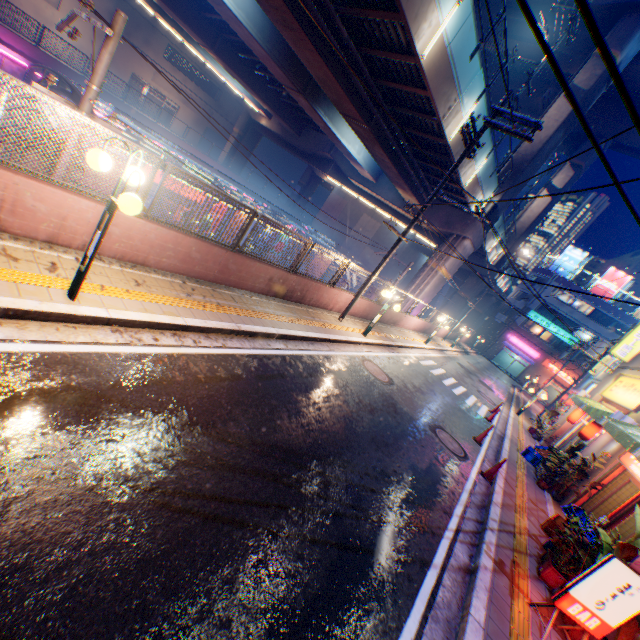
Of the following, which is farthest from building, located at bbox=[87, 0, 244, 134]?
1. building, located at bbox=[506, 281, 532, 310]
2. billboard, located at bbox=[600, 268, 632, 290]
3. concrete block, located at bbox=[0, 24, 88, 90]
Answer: billboard, located at bbox=[600, 268, 632, 290]

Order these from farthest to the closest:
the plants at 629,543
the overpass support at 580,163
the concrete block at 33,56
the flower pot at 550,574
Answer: the overpass support at 580,163
the concrete block at 33,56
the flower pot at 550,574
the plants at 629,543

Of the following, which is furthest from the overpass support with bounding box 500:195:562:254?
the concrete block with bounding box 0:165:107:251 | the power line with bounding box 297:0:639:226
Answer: the power line with bounding box 297:0:639:226

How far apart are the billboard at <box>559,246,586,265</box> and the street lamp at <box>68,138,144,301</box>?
58.64m

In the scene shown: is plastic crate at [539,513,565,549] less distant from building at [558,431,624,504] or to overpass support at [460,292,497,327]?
building at [558,431,624,504]

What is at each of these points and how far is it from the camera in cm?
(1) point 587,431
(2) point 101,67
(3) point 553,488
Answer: (1) street lamp, 1332
(2) electric pole, 614
(3) flower pot, 1125

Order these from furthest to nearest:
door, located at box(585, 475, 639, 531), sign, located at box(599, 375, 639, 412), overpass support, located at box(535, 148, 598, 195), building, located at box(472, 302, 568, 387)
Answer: building, located at box(472, 302, 568, 387)
overpass support, located at box(535, 148, 598, 195)
sign, located at box(599, 375, 639, 412)
door, located at box(585, 475, 639, 531)

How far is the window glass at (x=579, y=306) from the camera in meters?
45.8
